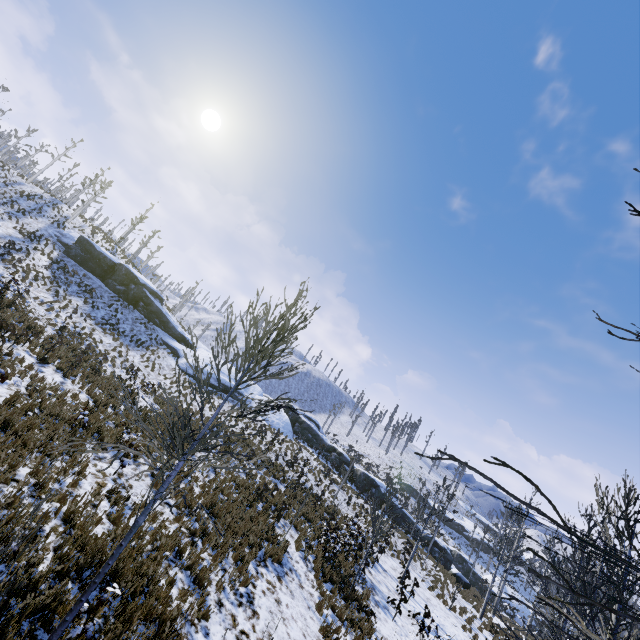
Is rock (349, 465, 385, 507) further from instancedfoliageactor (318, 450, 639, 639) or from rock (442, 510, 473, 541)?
rock (442, 510, 473, 541)

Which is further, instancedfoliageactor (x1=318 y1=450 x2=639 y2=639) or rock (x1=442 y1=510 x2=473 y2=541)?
rock (x1=442 y1=510 x2=473 y2=541)

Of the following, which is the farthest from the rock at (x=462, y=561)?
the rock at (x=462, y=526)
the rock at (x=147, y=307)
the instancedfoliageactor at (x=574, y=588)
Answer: the rock at (x=462, y=526)

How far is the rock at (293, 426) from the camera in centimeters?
3356cm

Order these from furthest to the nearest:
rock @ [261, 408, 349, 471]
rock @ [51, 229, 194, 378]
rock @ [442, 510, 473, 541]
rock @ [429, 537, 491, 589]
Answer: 1. rock @ [442, 510, 473, 541]
2. rock @ [261, 408, 349, 471]
3. rock @ [51, 229, 194, 378]
4. rock @ [429, 537, 491, 589]

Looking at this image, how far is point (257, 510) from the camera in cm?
1391

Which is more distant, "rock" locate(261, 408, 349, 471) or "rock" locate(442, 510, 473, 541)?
"rock" locate(442, 510, 473, 541)

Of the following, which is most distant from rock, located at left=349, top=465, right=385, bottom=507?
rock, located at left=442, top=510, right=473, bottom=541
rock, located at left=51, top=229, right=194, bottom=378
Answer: rock, located at left=442, top=510, right=473, bottom=541
